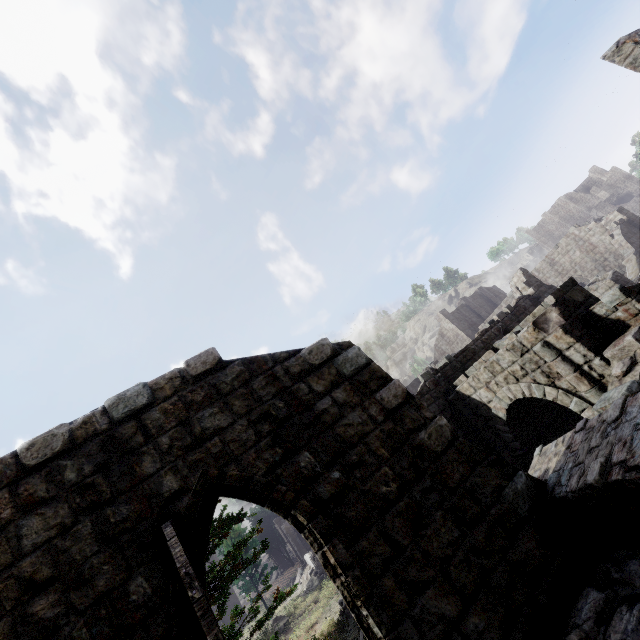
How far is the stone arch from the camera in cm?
804

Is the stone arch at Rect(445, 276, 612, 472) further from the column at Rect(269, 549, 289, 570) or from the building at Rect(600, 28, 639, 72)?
the column at Rect(269, 549, 289, 570)

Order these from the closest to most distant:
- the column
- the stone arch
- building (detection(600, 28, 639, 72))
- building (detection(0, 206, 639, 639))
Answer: building (detection(0, 206, 639, 639))
building (detection(600, 28, 639, 72))
the stone arch
the column

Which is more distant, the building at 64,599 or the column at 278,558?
the column at 278,558

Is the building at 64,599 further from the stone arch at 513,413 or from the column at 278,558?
the column at 278,558

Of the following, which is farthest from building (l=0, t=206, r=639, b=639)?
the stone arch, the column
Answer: the column

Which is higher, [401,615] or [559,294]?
[559,294]

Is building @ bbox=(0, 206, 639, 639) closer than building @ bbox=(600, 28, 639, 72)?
Yes
